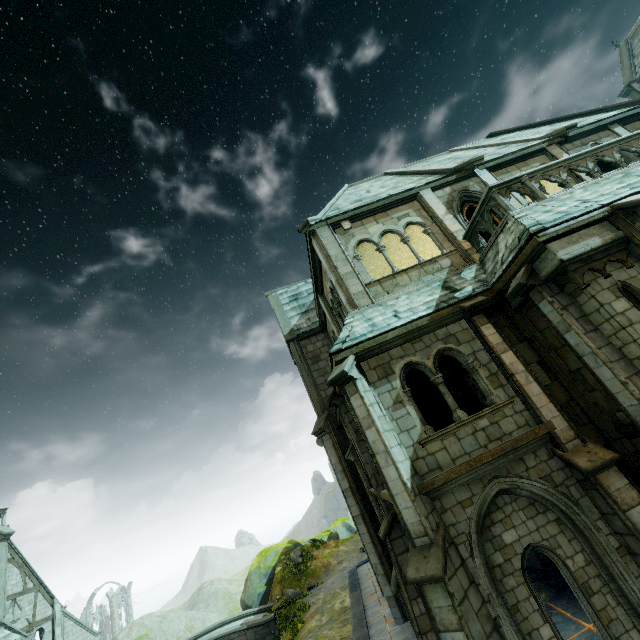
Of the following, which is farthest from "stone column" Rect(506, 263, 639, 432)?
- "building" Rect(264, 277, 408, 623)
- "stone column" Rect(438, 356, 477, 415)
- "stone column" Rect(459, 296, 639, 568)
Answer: "building" Rect(264, 277, 408, 623)

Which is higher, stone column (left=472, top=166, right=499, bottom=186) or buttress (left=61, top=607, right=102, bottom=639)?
stone column (left=472, top=166, right=499, bottom=186)

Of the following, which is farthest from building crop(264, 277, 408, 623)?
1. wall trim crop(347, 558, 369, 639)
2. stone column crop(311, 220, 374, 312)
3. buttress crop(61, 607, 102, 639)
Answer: stone column crop(311, 220, 374, 312)

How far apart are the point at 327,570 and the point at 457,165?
31.3 meters

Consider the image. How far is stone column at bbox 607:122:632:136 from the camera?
13.4m

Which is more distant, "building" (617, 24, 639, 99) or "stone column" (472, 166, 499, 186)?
"building" (617, 24, 639, 99)

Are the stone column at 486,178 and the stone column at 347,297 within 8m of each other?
yes

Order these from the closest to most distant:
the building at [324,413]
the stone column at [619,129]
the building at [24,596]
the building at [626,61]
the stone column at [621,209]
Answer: the stone column at [621,209], the stone column at [619,129], the building at [324,413], the building at [24,596], the building at [626,61]
